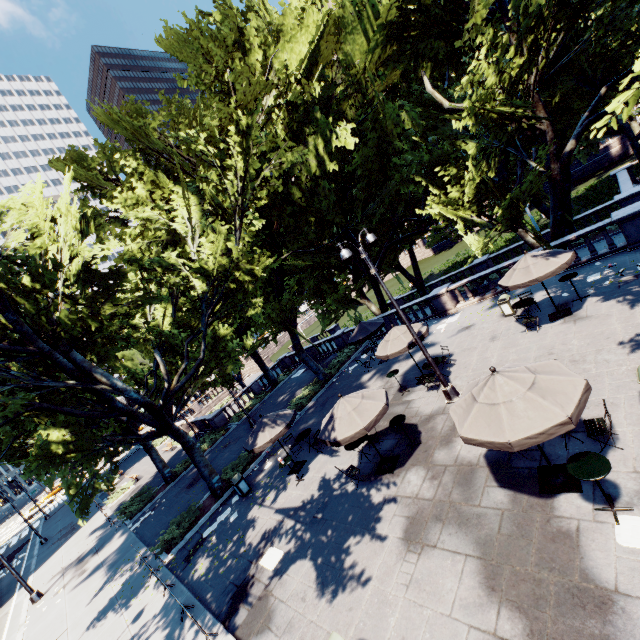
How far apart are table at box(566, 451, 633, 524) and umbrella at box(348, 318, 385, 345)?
13.3 meters

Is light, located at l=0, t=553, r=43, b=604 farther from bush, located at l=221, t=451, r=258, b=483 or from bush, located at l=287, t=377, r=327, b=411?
bush, located at l=287, t=377, r=327, b=411

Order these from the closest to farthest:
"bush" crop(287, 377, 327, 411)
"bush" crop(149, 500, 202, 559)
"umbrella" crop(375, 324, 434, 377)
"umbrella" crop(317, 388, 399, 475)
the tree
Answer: "umbrella" crop(317, 388, 399, 475) < the tree < "umbrella" crop(375, 324, 434, 377) < "bush" crop(149, 500, 202, 559) < "bush" crop(287, 377, 327, 411)

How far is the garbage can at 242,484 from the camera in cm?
1551

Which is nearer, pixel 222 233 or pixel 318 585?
pixel 318 585

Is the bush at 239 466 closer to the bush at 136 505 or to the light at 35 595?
the bush at 136 505

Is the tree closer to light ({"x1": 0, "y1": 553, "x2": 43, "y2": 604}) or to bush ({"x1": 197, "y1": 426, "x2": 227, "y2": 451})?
bush ({"x1": 197, "y1": 426, "x2": 227, "y2": 451})

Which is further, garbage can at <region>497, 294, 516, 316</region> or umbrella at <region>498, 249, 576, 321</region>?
garbage can at <region>497, 294, 516, 316</region>
